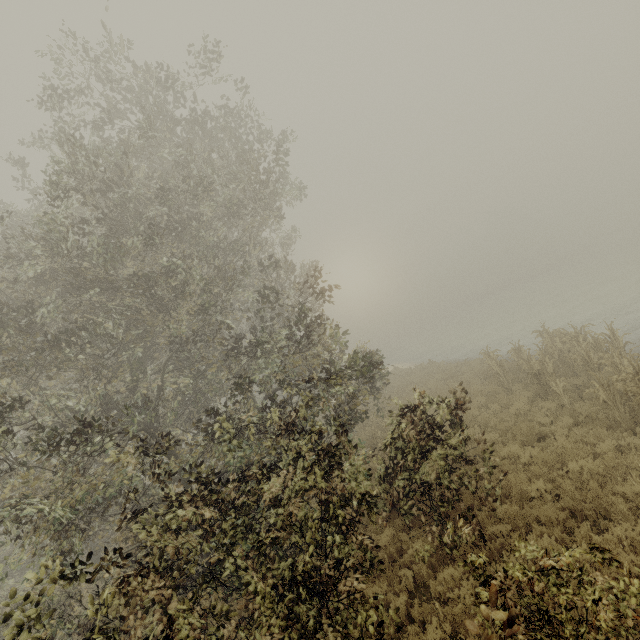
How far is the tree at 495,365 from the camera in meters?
14.7 m

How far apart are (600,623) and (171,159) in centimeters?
1417cm

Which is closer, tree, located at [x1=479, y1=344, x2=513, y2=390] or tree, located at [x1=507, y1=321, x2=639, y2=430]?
tree, located at [x1=507, y1=321, x2=639, y2=430]

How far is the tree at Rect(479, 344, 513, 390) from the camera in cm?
1469

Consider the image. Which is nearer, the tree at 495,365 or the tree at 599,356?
the tree at 599,356
